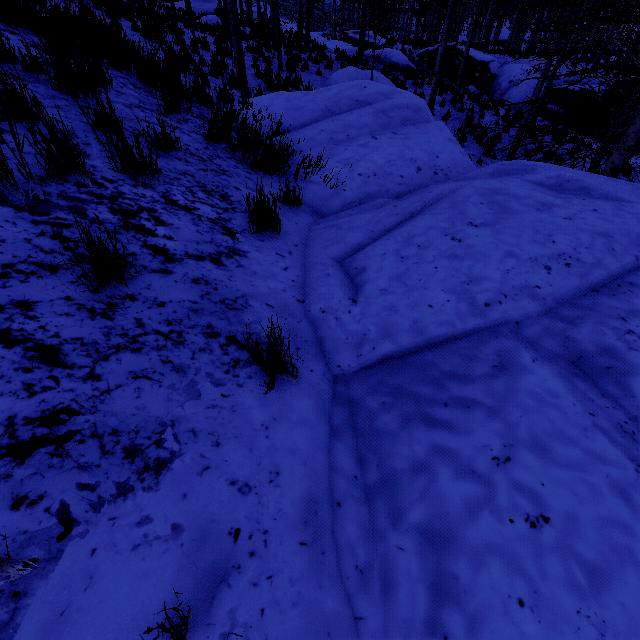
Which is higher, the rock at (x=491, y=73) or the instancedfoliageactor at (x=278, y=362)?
the instancedfoliageactor at (x=278, y=362)

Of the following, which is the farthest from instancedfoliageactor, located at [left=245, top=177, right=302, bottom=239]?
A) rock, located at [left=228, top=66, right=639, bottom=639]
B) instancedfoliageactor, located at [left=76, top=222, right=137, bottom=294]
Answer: instancedfoliageactor, located at [left=76, top=222, right=137, bottom=294]

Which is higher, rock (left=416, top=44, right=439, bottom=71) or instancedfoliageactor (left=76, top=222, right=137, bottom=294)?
instancedfoliageactor (left=76, top=222, right=137, bottom=294)

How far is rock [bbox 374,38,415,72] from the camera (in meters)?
16.83

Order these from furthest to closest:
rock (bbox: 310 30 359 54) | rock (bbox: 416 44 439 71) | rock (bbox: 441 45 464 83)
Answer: rock (bbox: 416 44 439 71) < rock (bbox: 441 45 464 83) < rock (bbox: 310 30 359 54)

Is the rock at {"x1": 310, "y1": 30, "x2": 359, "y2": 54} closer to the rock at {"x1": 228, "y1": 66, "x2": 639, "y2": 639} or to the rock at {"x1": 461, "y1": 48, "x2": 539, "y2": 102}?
the rock at {"x1": 461, "y1": 48, "x2": 539, "y2": 102}

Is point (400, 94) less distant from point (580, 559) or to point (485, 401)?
point (485, 401)

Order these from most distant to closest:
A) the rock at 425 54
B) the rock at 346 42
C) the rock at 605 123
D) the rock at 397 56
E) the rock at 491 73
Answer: the rock at 425 54 → the rock at 346 42 → the rock at 491 73 → the rock at 397 56 → the rock at 605 123
